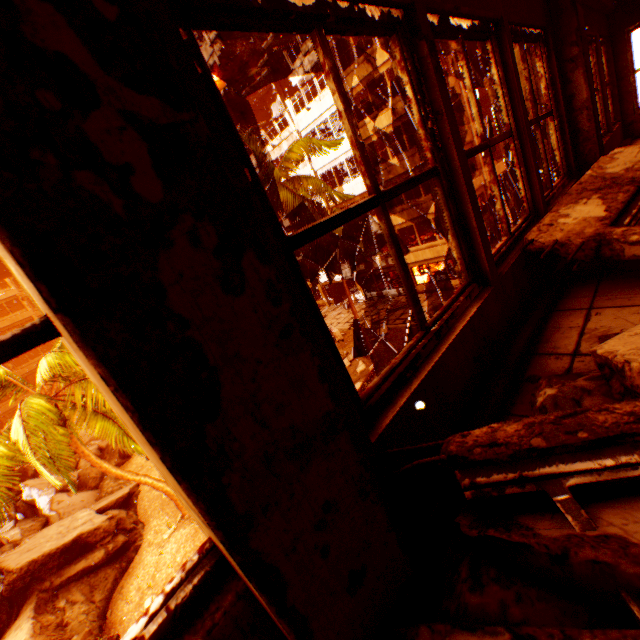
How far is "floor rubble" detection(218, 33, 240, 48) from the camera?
30.2 meters

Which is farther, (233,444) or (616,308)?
(616,308)

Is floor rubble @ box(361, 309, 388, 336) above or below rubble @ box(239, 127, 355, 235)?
Result: below

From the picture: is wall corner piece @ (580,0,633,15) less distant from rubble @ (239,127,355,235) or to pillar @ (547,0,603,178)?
pillar @ (547,0,603,178)

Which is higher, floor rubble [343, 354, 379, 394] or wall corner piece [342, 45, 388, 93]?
wall corner piece [342, 45, 388, 93]

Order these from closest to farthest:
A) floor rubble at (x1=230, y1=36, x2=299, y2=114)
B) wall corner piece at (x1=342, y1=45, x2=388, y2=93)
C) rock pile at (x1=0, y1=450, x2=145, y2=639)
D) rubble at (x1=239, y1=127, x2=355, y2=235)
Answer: rock pile at (x1=0, y1=450, x2=145, y2=639) → rubble at (x1=239, y1=127, x2=355, y2=235) → wall corner piece at (x1=342, y1=45, x2=388, y2=93) → floor rubble at (x1=230, y1=36, x2=299, y2=114)

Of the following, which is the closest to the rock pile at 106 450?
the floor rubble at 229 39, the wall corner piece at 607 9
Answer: the wall corner piece at 607 9

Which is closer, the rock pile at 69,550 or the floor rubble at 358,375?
the rock pile at 69,550
